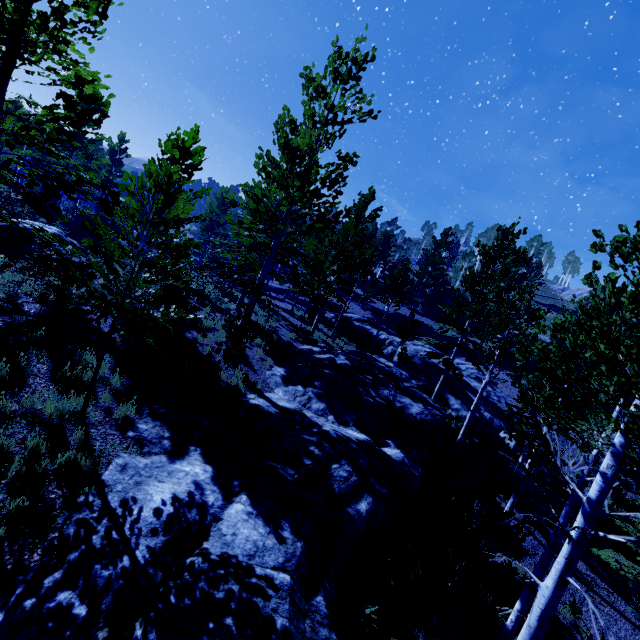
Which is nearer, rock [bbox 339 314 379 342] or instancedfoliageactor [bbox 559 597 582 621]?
instancedfoliageactor [bbox 559 597 582 621]

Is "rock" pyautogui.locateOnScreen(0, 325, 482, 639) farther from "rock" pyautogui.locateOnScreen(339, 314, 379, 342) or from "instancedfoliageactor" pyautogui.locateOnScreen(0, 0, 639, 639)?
"rock" pyautogui.locateOnScreen(339, 314, 379, 342)

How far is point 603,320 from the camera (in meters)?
3.45

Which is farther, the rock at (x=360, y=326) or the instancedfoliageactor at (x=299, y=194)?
the rock at (x=360, y=326)

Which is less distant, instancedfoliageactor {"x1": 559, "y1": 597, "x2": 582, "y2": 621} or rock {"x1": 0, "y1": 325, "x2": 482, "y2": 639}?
rock {"x1": 0, "y1": 325, "x2": 482, "y2": 639}

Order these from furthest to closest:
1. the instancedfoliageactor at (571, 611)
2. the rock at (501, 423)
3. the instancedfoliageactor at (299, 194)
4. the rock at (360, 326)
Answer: the rock at (360, 326) → the rock at (501, 423) → the instancedfoliageactor at (571, 611) → the instancedfoliageactor at (299, 194)

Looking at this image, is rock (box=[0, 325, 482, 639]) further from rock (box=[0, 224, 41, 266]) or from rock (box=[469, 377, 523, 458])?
rock (box=[0, 224, 41, 266])
